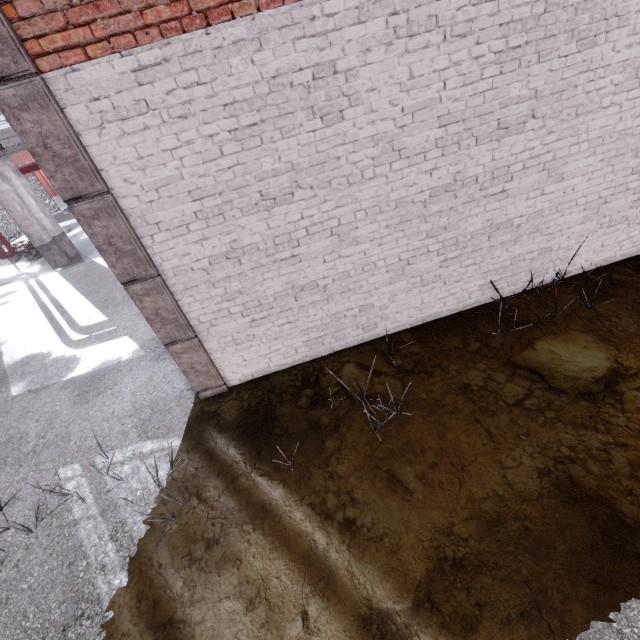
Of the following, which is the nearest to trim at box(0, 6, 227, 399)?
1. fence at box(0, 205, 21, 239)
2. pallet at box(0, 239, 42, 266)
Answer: fence at box(0, 205, 21, 239)

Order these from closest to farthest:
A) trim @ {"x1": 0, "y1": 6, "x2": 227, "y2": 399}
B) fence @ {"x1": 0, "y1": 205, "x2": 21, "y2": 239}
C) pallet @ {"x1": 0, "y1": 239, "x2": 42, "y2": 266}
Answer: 1. trim @ {"x1": 0, "y1": 6, "x2": 227, "y2": 399}
2. pallet @ {"x1": 0, "y1": 239, "x2": 42, "y2": 266}
3. fence @ {"x1": 0, "y1": 205, "x2": 21, "y2": 239}

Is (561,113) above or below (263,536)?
above

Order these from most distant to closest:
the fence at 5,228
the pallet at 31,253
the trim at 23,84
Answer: the fence at 5,228 → the pallet at 31,253 → the trim at 23,84

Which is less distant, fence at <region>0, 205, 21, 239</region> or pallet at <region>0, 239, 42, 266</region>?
pallet at <region>0, 239, 42, 266</region>

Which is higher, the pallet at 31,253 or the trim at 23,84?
the trim at 23,84

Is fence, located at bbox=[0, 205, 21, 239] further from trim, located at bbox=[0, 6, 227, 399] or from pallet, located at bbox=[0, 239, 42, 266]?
trim, located at bbox=[0, 6, 227, 399]
